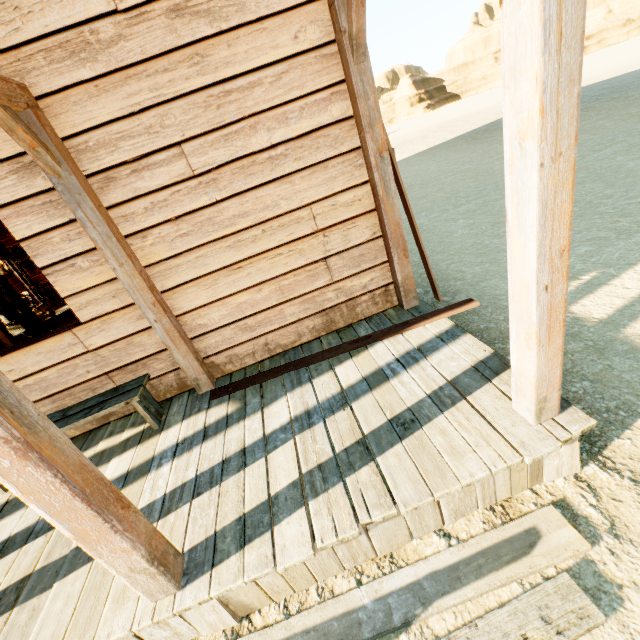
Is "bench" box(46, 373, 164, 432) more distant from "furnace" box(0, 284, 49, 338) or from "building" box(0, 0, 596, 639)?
"furnace" box(0, 284, 49, 338)

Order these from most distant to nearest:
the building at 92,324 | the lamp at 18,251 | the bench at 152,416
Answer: the lamp at 18,251 → the bench at 152,416 → the building at 92,324

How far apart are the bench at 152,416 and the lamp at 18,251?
3.32m

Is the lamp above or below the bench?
above

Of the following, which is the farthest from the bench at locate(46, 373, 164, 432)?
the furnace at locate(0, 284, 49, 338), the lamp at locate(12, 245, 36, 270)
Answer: the furnace at locate(0, 284, 49, 338)

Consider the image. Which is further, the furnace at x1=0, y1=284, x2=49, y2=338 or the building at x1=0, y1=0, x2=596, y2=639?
the furnace at x1=0, y1=284, x2=49, y2=338

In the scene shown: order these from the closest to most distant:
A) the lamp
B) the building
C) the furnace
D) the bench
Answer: the building
the bench
the lamp
the furnace

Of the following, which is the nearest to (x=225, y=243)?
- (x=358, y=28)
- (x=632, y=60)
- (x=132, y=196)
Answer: (x=132, y=196)
